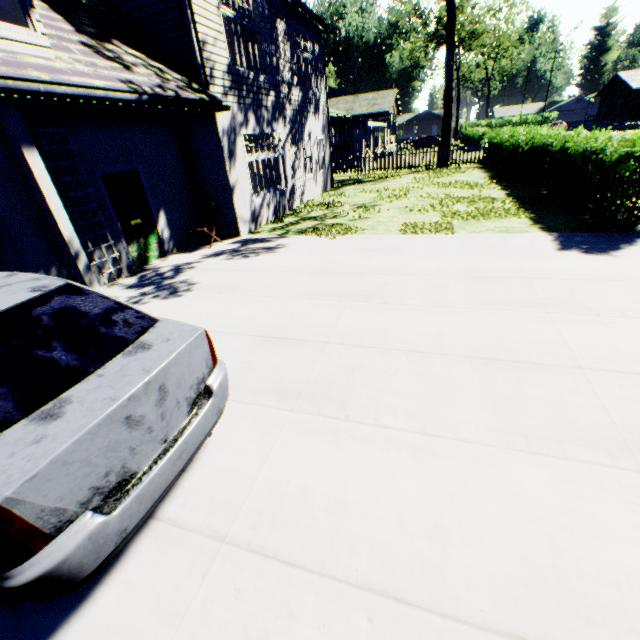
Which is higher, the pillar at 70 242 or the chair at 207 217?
the pillar at 70 242

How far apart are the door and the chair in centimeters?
116cm

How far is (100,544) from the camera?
1.8m

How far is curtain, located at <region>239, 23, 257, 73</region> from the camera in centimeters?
961cm

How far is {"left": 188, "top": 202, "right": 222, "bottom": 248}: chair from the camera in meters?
9.0 m

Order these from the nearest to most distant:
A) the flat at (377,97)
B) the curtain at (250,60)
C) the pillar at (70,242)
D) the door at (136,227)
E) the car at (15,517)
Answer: the car at (15,517)
the pillar at (70,242)
the door at (136,227)
the curtain at (250,60)
the flat at (377,97)

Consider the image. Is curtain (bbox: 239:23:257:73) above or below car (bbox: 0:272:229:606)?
above

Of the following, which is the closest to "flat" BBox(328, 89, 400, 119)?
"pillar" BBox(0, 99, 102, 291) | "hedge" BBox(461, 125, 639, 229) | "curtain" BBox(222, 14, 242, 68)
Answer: "hedge" BBox(461, 125, 639, 229)
